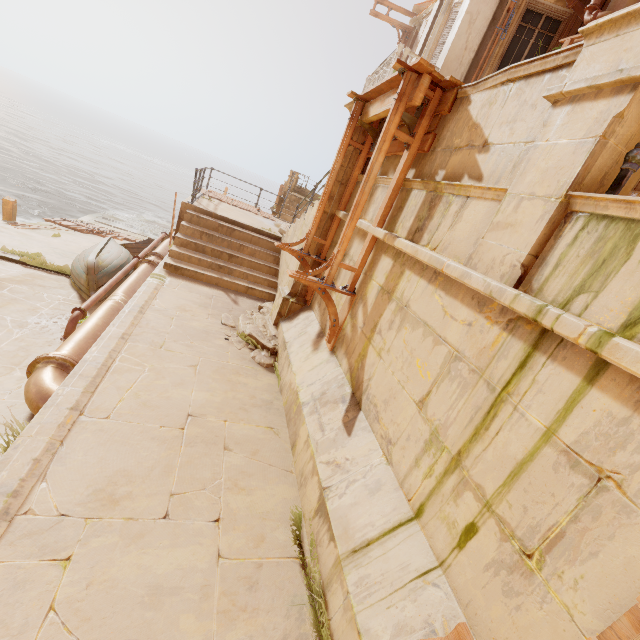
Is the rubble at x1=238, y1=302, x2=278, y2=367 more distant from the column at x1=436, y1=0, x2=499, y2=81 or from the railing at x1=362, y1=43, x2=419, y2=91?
the railing at x1=362, y1=43, x2=419, y2=91

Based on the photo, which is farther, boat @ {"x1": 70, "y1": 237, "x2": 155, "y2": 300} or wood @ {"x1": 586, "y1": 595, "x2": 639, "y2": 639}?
boat @ {"x1": 70, "y1": 237, "x2": 155, "y2": 300}

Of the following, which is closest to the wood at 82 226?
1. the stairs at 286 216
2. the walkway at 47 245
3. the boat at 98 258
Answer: the walkway at 47 245

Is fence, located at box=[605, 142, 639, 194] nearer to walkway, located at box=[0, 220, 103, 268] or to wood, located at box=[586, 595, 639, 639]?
wood, located at box=[586, 595, 639, 639]

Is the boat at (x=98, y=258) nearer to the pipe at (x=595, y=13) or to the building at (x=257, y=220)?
the building at (x=257, y=220)

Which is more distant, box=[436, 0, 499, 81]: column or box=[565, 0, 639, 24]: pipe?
box=[436, 0, 499, 81]: column

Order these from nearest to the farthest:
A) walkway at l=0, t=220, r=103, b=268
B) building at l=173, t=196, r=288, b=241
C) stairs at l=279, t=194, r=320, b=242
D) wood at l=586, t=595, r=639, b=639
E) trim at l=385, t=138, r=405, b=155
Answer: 1. wood at l=586, t=595, r=639, b=639
2. trim at l=385, t=138, r=405, b=155
3. stairs at l=279, t=194, r=320, b=242
4. building at l=173, t=196, r=288, b=241
5. walkway at l=0, t=220, r=103, b=268

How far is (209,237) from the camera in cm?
908
